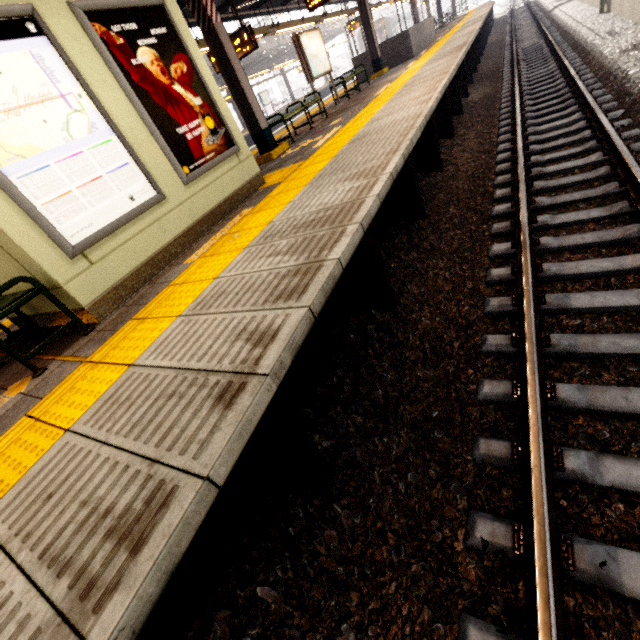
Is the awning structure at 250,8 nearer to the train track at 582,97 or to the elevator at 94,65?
the elevator at 94,65

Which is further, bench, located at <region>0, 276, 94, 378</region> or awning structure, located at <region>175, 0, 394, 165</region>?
awning structure, located at <region>175, 0, 394, 165</region>

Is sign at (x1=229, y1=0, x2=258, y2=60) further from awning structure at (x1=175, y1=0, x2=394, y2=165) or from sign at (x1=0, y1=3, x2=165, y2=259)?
sign at (x1=0, y1=3, x2=165, y2=259)

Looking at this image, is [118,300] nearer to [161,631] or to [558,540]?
[161,631]

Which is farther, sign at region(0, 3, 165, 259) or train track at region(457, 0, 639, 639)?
sign at region(0, 3, 165, 259)

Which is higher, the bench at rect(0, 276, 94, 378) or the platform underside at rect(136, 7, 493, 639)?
the bench at rect(0, 276, 94, 378)

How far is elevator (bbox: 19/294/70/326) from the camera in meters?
3.4

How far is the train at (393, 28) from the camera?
38.1m
